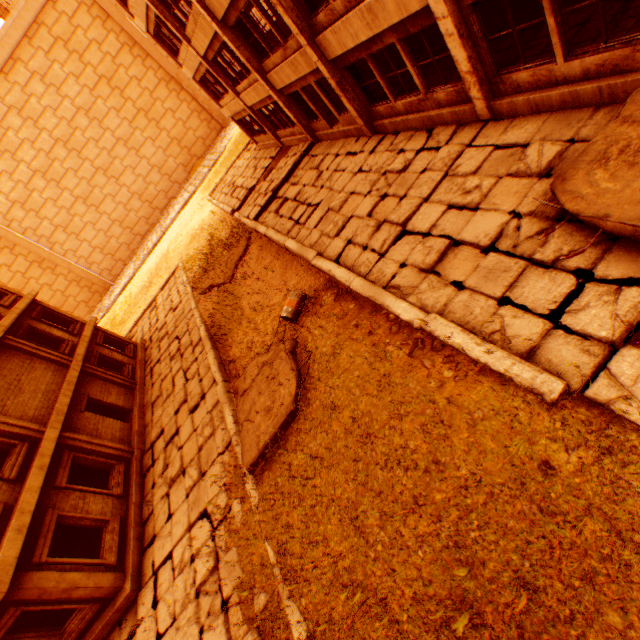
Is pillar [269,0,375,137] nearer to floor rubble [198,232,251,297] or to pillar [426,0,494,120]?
pillar [426,0,494,120]

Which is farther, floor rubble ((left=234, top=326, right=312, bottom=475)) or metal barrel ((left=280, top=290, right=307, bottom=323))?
metal barrel ((left=280, top=290, right=307, bottom=323))

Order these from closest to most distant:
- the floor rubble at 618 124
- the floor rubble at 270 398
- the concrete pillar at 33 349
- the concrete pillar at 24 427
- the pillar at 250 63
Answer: the floor rubble at 618 124 < the floor rubble at 270 398 < the concrete pillar at 24 427 < the pillar at 250 63 < the concrete pillar at 33 349

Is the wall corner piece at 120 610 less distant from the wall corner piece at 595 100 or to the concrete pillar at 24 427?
the concrete pillar at 24 427

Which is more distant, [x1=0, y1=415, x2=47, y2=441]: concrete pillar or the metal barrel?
[x1=0, y1=415, x2=47, y2=441]: concrete pillar

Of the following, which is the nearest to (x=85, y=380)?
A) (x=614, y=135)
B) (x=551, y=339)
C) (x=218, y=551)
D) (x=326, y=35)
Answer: (x=218, y=551)

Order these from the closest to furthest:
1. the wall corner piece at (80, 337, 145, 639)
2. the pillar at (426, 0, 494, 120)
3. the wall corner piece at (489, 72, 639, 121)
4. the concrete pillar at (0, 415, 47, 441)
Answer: the wall corner piece at (489, 72, 639, 121), the pillar at (426, 0, 494, 120), the wall corner piece at (80, 337, 145, 639), the concrete pillar at (0, 415, 47, 441)

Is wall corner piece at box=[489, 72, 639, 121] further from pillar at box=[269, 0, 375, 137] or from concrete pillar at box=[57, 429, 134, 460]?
concrete pillar at box=[57, 429, 134, 460]
